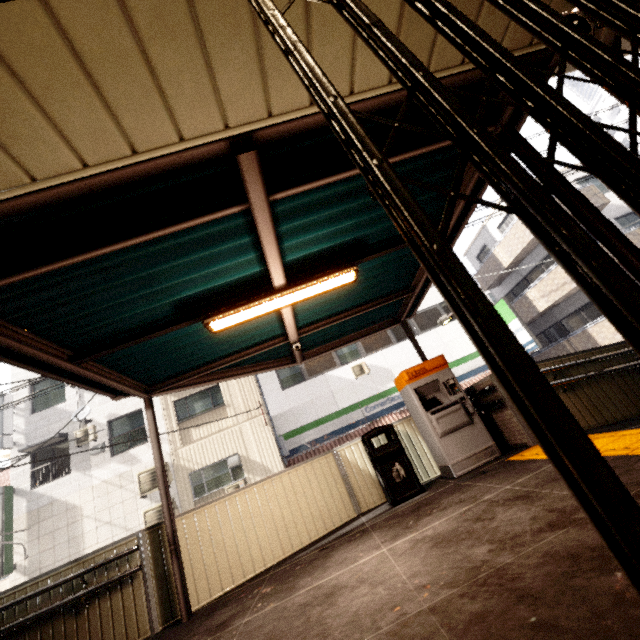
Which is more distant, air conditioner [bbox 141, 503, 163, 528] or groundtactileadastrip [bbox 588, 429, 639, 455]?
air conditioner [bbox 141, 503, 163, 528]

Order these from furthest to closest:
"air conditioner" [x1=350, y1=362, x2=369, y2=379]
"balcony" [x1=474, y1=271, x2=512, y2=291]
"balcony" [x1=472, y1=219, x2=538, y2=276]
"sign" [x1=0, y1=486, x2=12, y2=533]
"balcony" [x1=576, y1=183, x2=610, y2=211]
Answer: "balcony" [x1=474, y1=271, x2=512, y2=291] → "balcony" [x1=472, y1=219, x2=538, y2=276] → "balcony" [x1=576, y1=183, x2=610, y2=211] → "air conditioner" [x1=350, y1=362, x2=369, y2=379] → "sign" [x1=0, y1=486, x2=12, y2=533]

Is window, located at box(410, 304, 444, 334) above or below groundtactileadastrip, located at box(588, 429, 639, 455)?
above

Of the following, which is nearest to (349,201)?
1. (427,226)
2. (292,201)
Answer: (292,201)

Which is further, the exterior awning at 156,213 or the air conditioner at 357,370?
the air conditioner at 357,370

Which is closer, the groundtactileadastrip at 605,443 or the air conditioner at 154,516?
the groundtactileadastrip at 605,443

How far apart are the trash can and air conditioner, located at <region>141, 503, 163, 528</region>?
9.5m

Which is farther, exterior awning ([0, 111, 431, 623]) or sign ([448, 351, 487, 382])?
sign ([448, 351, 487, 382])
